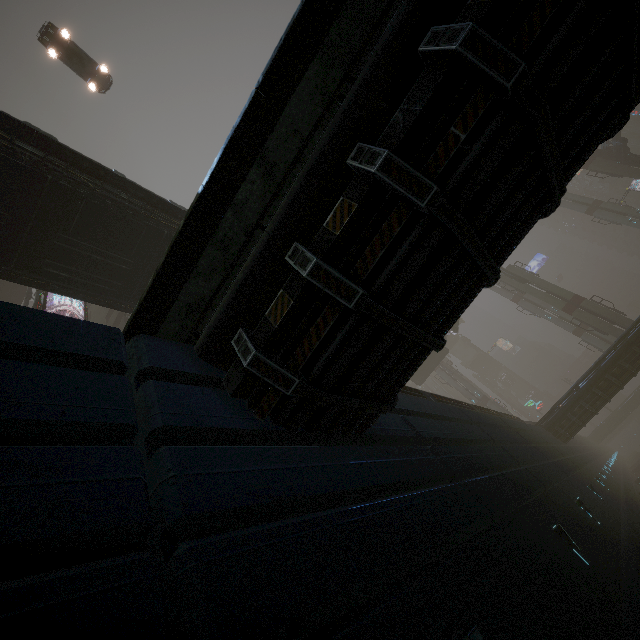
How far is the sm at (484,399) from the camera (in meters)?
46.81

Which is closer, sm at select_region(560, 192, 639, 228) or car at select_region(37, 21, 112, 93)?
car at select_region(37, 21, 112, 93)

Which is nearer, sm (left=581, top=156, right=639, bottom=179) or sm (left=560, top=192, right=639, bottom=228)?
sm (left=581, top=156, right=639, bottom=179)

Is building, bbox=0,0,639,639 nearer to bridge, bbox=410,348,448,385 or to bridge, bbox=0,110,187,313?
bridge, bbox=410,348,448,385

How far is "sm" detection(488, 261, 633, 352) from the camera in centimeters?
3284cm

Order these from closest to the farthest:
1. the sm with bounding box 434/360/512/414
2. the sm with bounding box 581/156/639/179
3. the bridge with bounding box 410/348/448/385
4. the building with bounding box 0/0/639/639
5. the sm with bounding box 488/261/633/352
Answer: the building with bounding box 0/0/639/639 → the sm with bounding box 488/261/633/352 → the sm with bounding box 581/156/639/179 → the bridge with bounding box 410/348/448/385 → the sm with bounding box 434/360/512/414

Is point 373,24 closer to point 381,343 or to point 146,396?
point 381,343

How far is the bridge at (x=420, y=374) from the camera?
41.0m
